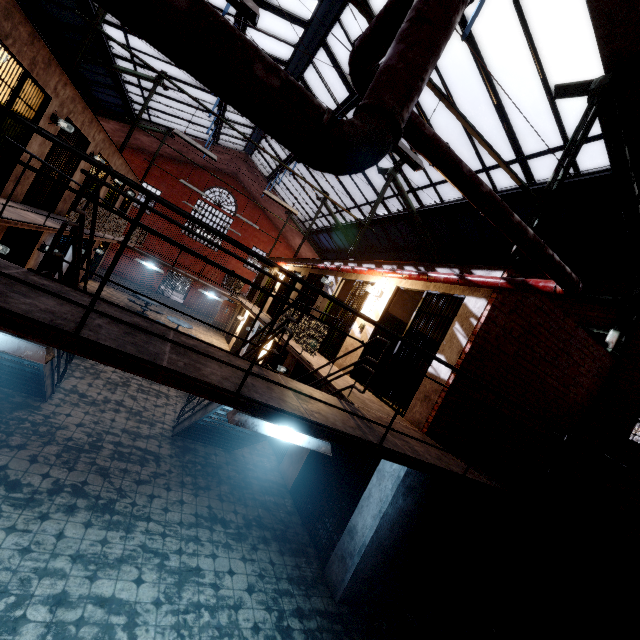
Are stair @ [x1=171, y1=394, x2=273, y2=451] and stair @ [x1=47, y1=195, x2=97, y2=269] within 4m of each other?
yes

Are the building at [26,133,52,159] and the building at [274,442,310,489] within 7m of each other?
no

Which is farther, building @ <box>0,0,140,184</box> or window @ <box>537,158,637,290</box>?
window @ <box>537,158,637,290</box>

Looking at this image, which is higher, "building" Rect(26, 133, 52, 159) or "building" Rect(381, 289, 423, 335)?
"building" Rect(381, 289, 423, 335)

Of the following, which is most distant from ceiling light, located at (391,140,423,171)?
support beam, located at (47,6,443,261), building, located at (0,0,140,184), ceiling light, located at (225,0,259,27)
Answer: building, located at (0,0,140,184)

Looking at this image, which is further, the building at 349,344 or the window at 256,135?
the window at 256,135

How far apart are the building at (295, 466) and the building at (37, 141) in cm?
797

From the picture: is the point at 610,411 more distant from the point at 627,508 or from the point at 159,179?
the point at 159,179
